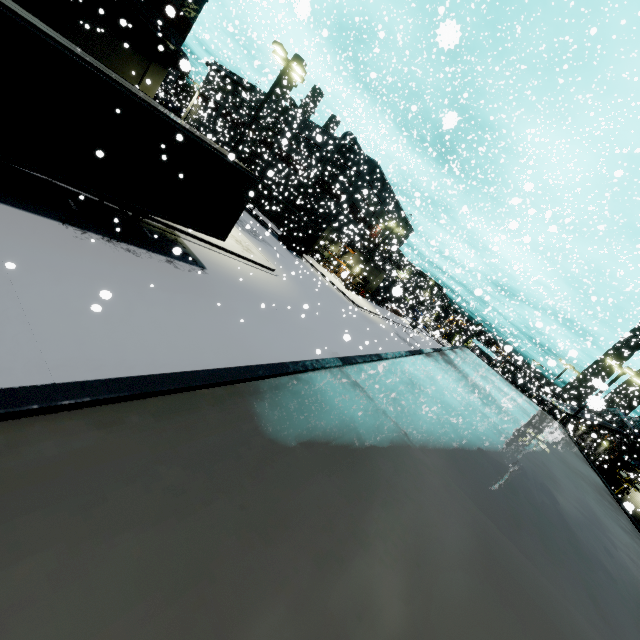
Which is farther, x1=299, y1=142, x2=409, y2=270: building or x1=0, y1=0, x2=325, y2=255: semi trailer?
x1=299, y1=142, x2=409, y2=270: building

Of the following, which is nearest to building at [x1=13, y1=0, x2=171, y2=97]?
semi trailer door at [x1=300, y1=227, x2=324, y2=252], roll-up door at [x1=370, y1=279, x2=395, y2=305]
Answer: roll-up door at [x1=370, y1=279, x2=395, y2=305]

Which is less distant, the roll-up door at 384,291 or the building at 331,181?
the building at 331,181

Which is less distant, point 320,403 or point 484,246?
point 320,403

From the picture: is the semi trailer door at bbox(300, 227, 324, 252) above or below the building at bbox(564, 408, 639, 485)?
below

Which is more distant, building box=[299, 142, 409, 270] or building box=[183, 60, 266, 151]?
building box=[299, 142, 409, 270]

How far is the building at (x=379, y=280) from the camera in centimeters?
2912cm
